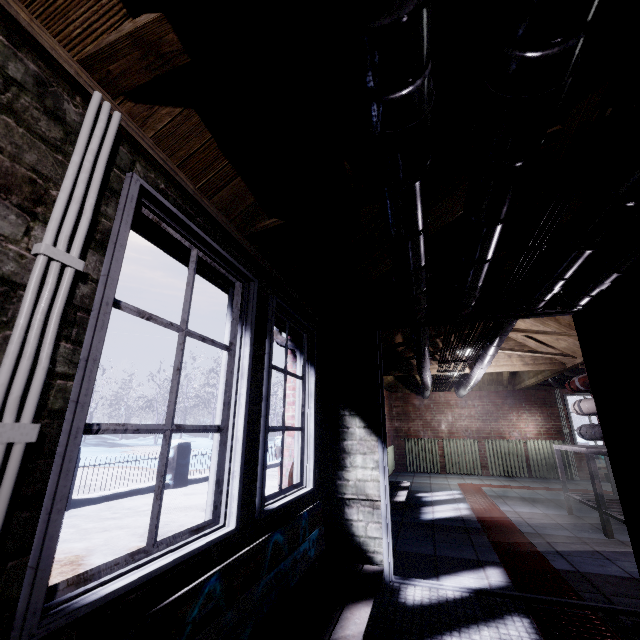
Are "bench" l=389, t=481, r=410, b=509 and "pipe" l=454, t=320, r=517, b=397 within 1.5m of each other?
no

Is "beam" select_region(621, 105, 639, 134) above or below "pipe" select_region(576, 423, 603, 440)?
above

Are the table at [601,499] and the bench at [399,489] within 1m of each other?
no

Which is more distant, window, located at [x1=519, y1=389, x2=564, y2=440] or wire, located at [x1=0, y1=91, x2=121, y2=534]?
window, located at [x1=519, y1=389, x2=564, y2=440]

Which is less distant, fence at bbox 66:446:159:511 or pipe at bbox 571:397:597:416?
pipe at bbox 571:397:597:416

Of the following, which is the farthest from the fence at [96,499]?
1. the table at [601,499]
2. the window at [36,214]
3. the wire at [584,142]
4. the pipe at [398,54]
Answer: the table at [601,499]

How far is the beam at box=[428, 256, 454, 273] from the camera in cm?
246

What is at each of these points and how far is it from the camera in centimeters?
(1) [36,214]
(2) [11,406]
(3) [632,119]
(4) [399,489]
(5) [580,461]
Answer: (1) window, 83cm
(2) wire, 71cm
(3) beam, 134cm
(4) bench, 460cm
(5) window, 726cm
